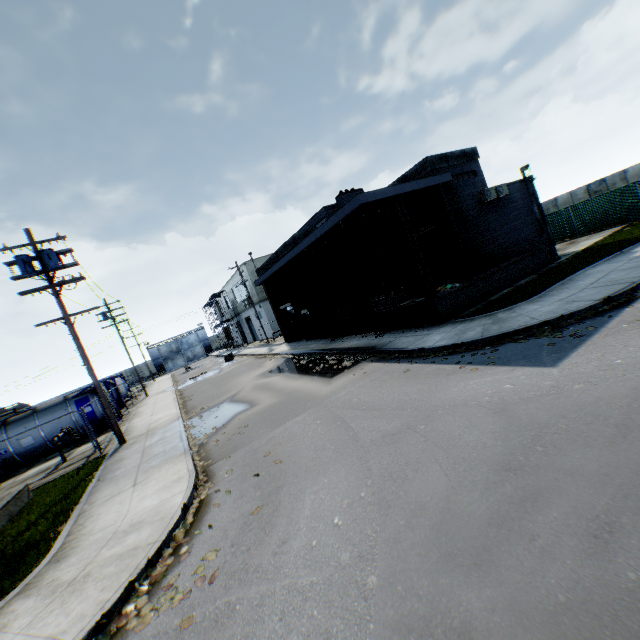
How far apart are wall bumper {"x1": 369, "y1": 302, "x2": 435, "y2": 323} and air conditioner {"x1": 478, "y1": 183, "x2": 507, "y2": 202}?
7.1m

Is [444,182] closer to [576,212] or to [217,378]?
[576,212]

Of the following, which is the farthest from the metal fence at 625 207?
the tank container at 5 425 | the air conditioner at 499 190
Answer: the air conditioner at 499 190

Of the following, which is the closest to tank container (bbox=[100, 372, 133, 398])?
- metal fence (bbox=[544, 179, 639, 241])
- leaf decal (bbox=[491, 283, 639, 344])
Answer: metal fence (bbox=[544, 179, 639, 241])

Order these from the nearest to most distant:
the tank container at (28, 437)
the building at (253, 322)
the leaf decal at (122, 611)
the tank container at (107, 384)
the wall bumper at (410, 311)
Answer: the leaf decal at (122, 611)
the wall bumper at (410, 311)
the tank container at (28, 437)
the tank container at (107, 384)
the building at (253, 322)

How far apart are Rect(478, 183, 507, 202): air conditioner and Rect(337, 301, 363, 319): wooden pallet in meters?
8.2

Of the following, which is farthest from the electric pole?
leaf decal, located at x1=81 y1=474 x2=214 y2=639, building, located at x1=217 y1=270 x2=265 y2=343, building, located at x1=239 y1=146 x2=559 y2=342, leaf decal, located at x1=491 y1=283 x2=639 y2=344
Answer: building, located at x1=217 y1=270 x2=265 y2=343

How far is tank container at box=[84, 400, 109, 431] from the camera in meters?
19.9
